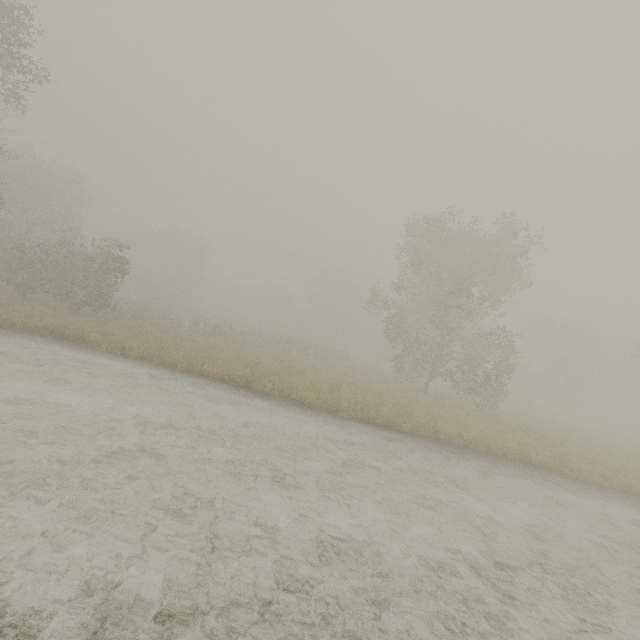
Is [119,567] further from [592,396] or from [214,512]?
[592,396]
